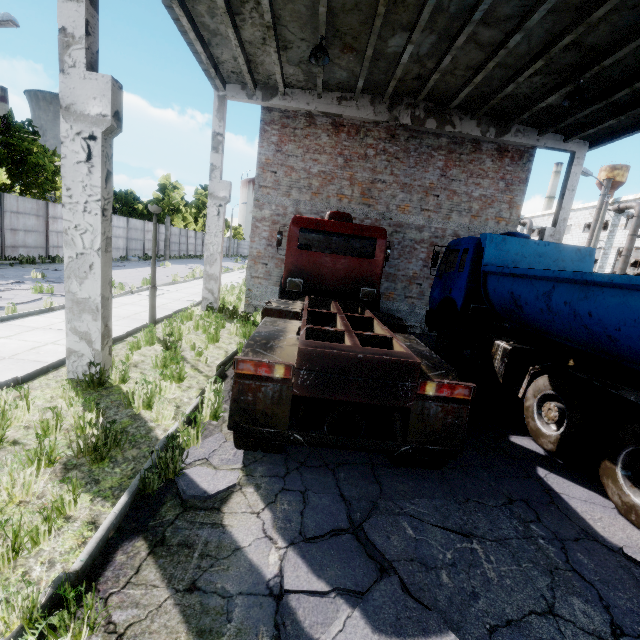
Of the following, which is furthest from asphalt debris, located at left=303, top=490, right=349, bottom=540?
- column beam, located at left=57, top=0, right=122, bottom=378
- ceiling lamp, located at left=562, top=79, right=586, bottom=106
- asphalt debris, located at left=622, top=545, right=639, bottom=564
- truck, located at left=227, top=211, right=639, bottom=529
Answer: ceiling lamp, located at left=562, top=79, right=586, bottom=106

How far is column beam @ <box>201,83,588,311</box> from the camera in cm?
1112

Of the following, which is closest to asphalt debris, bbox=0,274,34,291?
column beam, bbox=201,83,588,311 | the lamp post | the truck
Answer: column beam, bbox=201,83,588,311

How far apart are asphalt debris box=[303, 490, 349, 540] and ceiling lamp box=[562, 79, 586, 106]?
10.2m

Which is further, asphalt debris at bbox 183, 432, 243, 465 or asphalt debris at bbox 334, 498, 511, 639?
asphalt debris at bbox 183, 432, 243, 465

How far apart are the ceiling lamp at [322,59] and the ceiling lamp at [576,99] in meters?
6.2

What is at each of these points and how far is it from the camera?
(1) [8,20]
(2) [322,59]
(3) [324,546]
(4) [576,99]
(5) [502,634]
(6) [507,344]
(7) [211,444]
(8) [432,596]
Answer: (1) lamp post, 12.6 meters
(2) ceiling lamp, 8.3 meters
(3) asphalt debris, 3.0 meters
(4) ceiling lamp, 8.5 meters
(5) asphalt debris, 2.5 meters
(6) truck, 6.3 meters
(7) asphalt debris, 4.2 meters
(8) asphalt debris, 2.7 meters

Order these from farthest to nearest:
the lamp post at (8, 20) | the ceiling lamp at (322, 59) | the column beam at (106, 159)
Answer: the lamp post at (8, 20), the ceiling lamp at (322, 59), the column beam at (106, 159)
